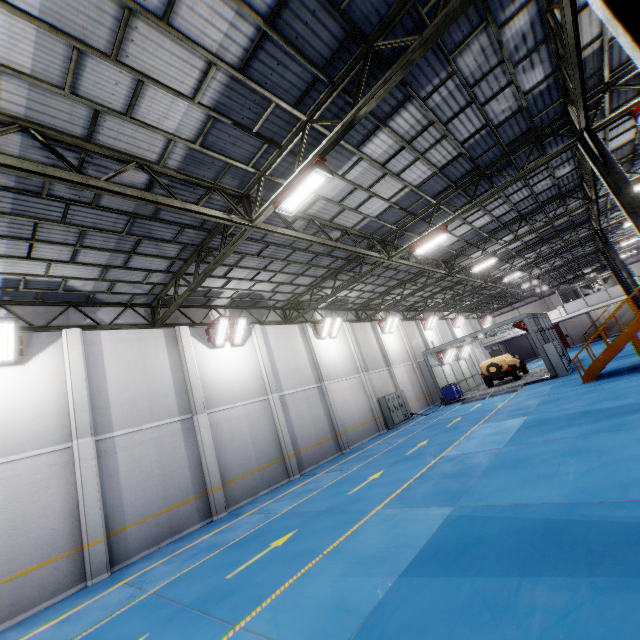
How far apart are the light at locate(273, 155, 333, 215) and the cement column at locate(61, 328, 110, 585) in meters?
8.8 m

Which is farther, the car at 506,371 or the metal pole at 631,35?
the car at 506,371

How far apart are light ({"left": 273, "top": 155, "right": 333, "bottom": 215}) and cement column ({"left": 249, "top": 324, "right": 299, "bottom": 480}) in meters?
9.6

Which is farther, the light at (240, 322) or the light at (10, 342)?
the light at (240, 322)

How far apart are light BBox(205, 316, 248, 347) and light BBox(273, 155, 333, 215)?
7.7 meters

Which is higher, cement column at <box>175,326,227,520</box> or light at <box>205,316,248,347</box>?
light at <box>205,316,248,347</box>

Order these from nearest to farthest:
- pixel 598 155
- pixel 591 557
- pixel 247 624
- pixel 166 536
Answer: pixel 591 557
pixel 247 624
pixel 598 155
pixel 166 536

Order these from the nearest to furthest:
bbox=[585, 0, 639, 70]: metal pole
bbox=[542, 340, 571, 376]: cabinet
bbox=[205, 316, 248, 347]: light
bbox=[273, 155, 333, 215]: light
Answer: bbox=[585, 0, 639, 70]: metal pole, bbox=[273, 155, 333, 215]: light, bbox=[205, 316, 248, 347]: light, bbox=[542, 340, 571, 376]: cabinet
